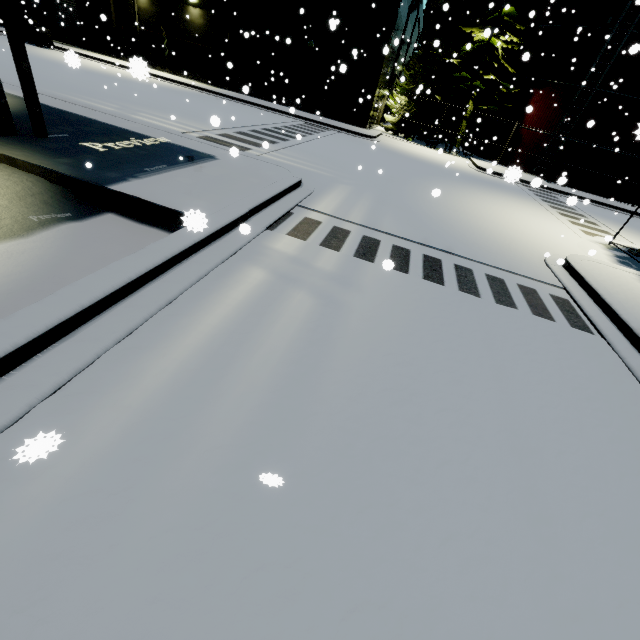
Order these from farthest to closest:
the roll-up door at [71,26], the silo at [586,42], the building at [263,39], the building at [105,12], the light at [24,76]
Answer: the roll-up door at [71,26]
the building at [105,12]
the building at [263,39]
the silo at [586,42]
the light at [24,76]

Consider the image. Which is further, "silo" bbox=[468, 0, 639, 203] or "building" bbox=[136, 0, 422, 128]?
"building" bbox=[136, 0, 422, 128]

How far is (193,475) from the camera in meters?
2.4

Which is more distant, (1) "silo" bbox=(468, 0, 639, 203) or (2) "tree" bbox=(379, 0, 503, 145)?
(2) "tree" bbox=(379, 0, 503, 145)

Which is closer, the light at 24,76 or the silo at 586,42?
the light at 24,76

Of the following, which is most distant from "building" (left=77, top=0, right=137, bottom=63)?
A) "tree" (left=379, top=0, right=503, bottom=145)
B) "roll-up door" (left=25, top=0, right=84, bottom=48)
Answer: "tree" (left=379, top=0, right=503, bottom=145)

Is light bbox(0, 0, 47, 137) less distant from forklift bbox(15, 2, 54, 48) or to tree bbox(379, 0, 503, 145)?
tree bbox(379, 0, 503, 145)

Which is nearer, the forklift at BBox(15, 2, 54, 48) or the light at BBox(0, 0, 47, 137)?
the light at BBox(0, 0, 47, 137)
